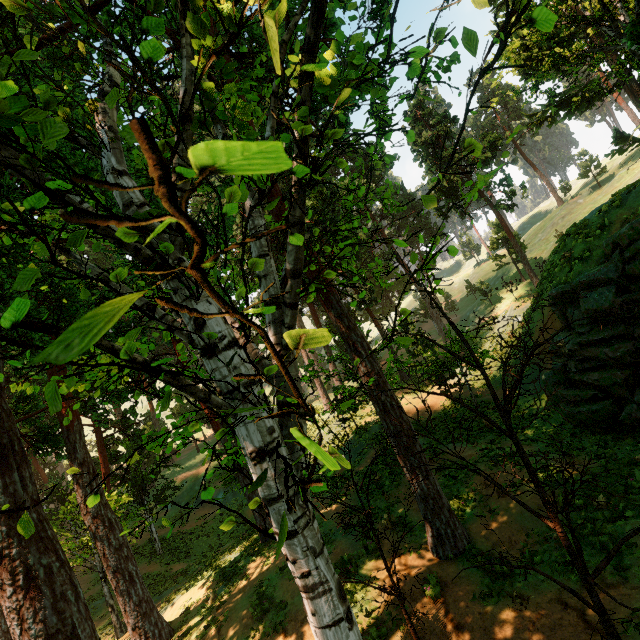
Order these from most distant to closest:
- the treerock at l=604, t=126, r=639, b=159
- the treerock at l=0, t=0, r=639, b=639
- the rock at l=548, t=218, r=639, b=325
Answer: the treerock at l=604, t=126, r=639, b=159, the rock at l=548, t=218, r=639, b=325, the treerock at l=0, t=0, r=639, b=639

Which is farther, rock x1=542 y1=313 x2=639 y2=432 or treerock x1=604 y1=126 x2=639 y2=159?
treerock x1=604 y1=126 x2=639 y2=159

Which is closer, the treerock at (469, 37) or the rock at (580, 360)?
the treerock at (469, 37)

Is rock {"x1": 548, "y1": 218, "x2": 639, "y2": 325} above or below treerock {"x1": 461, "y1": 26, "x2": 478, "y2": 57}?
below

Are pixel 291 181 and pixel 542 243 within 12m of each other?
no

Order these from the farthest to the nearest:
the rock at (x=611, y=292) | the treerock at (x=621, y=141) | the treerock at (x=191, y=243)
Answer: the treerock at (x=621, y=141) → the rock at (x=611, y=292) → the treerock at (x=191, y=243)
